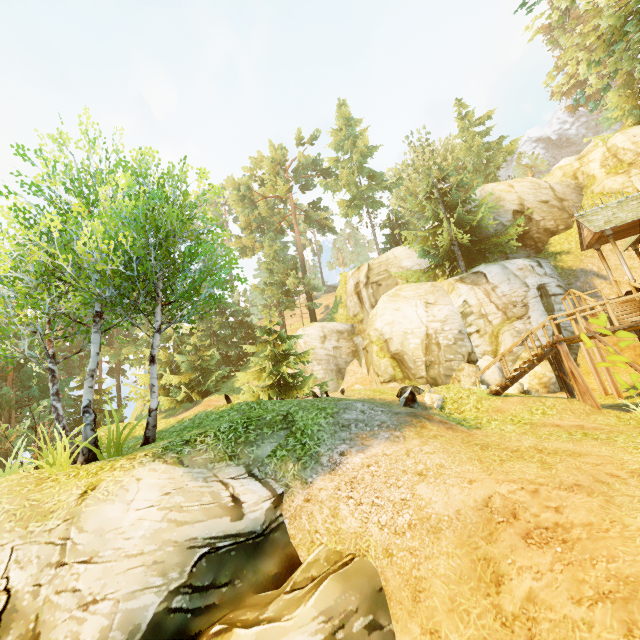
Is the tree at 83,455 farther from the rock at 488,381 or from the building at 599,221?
the rock at 488,381

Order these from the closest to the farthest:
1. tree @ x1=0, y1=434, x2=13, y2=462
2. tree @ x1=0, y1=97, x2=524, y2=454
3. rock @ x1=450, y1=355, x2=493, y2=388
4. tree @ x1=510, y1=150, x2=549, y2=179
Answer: tree @ x1=0, y1=97, x2=524, y2=454 → rock @ x1=450, y1=355, x2=493, y2=388 → tree @ x1=0, y1=434, x2=13, y2=462 → tree @ x1=510, y1=150, x2=549, y2=179

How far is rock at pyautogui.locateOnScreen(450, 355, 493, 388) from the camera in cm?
1658

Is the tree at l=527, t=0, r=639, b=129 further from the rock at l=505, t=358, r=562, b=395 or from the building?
the rock at l=505, t=358, r=562, b=395

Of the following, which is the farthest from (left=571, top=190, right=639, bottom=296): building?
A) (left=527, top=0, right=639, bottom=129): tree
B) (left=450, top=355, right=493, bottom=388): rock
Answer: (left=450, top=355, right=493, bottom=388): rock

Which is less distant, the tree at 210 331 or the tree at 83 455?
the tree at 83 455

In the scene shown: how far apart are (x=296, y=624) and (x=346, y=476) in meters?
2.6 m
